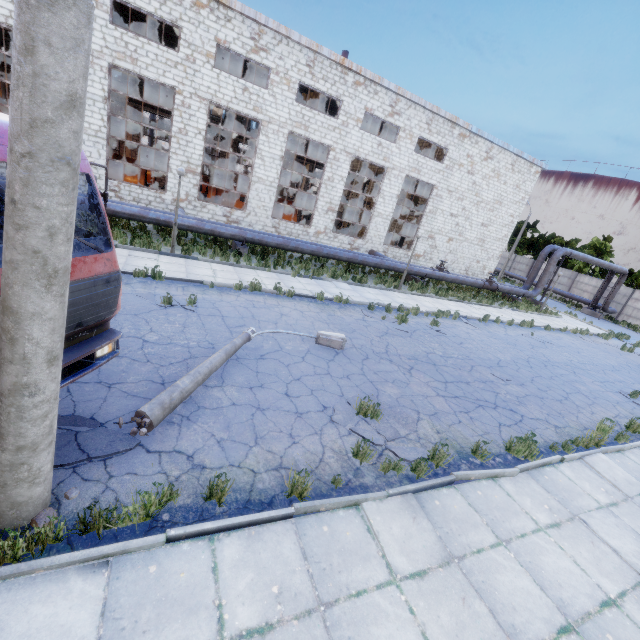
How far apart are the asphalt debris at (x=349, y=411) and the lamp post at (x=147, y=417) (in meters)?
2.23

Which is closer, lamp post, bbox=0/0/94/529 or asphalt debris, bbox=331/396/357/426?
lamp post, bbox=0/0/94/529

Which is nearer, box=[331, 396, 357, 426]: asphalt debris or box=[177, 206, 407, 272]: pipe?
box=[331, 396, 357, 426]: asphalt debris

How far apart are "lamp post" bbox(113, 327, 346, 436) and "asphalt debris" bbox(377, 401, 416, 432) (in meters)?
2.23

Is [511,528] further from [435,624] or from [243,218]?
[243,218]

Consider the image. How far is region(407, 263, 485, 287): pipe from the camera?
21.5 meters

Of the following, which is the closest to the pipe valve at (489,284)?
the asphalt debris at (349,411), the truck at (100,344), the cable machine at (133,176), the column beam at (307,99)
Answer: the column beam at (307,99)

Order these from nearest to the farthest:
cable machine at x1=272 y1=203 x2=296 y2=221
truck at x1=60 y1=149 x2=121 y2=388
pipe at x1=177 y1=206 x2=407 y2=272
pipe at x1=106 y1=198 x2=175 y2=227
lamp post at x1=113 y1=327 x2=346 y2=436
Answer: truck at x1=60 y1=149 x2=121 y2=388, lamp post at x1=113 y1=327 x2=346 y2=436, pipe at x1=106 y1=198 x2=175 y2=227, pipe at x1=177 y1=206 x2=407 y2=272, cable machine at x1=272 y1=203 x2=296 y2=221
